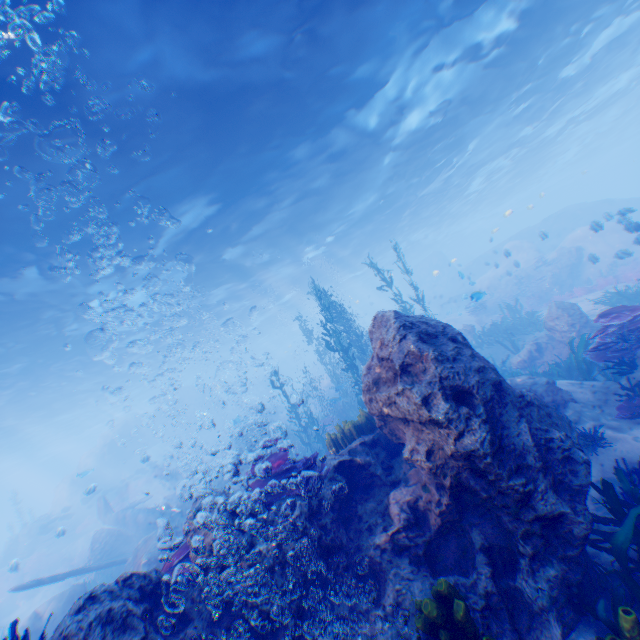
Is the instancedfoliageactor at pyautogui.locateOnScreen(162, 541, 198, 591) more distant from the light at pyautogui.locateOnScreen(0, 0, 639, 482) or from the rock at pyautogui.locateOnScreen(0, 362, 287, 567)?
the light at pyautogui.locateOnScreen(0, 0, 639, 482)

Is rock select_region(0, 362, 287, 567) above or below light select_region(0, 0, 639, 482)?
below

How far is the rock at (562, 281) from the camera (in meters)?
23.43

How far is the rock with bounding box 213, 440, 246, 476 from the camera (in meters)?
25.75

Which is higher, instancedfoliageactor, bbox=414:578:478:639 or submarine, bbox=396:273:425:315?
submarine, bbox=396:273:425:315

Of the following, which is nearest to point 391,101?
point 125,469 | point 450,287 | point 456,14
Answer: point 456,14

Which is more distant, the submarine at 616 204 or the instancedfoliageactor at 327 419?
the submarine at 616 204

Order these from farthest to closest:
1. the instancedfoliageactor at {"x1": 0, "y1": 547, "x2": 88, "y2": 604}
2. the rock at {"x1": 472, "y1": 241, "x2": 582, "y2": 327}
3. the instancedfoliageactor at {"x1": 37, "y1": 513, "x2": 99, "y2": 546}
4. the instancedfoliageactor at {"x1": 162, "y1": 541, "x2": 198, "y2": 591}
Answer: the rock at {"x1": 472, "y1": 241, "x2": 582, "y2": 327}
the instancedfoliageactor at {"x1": 0, "y1": 547, "x2": 88, "y2": 604}
the instancedfoliageactor at {"x1": 37, "y1": 513, "x2": 99, "y2": 546}
the instancedfoliageactor at {"x1": 162, "y1": 541, "x2": 198, "y2": 591}
